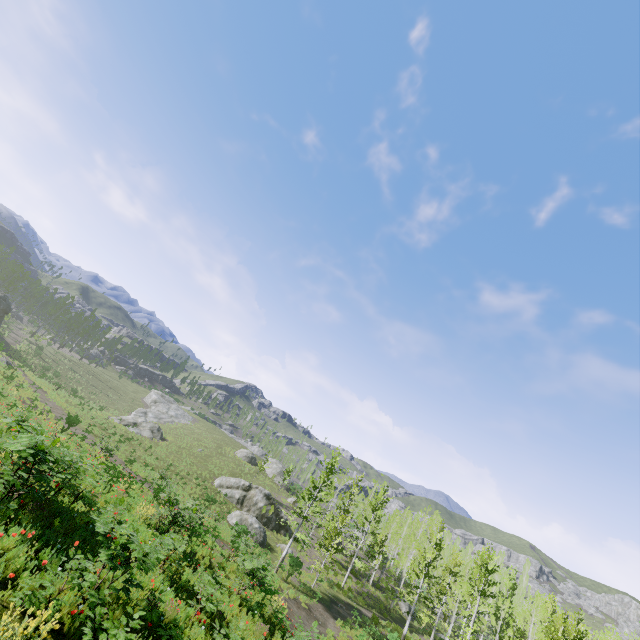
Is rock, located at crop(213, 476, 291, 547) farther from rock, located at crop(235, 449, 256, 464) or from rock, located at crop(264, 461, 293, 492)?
rock, located at crop(235, 449, 256, 464)

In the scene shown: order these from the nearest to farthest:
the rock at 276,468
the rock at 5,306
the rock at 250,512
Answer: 1. the rock at 250,512
2. the rock at 5,306
3. the rock at 276,468

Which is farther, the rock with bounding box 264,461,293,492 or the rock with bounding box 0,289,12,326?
the rock with bounding box 264,461,293,492

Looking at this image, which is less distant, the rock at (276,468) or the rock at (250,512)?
the rock at (250,512)

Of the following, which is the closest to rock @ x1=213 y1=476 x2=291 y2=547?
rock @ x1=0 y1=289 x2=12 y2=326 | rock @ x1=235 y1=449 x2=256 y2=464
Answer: rock @ x1=235 y1=449 x2=256 y2=464

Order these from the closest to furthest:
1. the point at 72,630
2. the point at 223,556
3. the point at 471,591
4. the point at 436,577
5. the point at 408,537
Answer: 1. the point at 72,630
2. the point at 223,556
3. the point at 436,577
4. the point at 471,591
5. the point at 408,537

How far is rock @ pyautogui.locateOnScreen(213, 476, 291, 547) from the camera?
30.3m

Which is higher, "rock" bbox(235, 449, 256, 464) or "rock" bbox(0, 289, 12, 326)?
"rock" bbox(235, 449, 256, 464)
